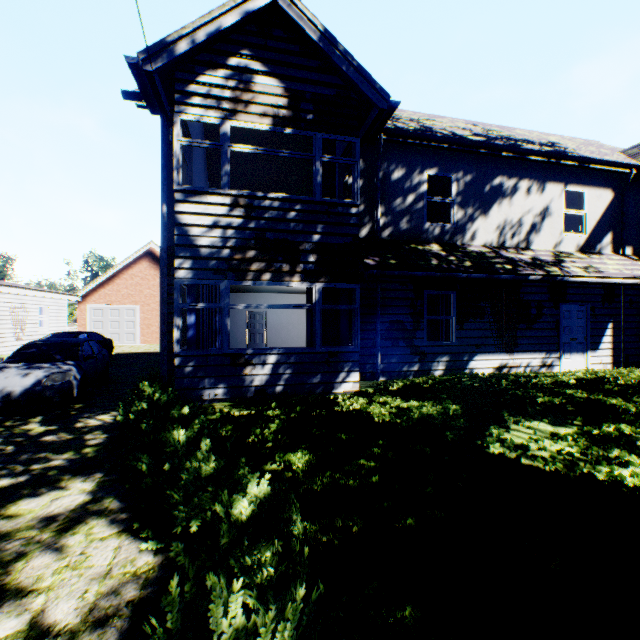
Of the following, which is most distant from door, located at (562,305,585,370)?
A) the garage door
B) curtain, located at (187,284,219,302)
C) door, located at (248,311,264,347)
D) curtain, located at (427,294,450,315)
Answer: the garage door

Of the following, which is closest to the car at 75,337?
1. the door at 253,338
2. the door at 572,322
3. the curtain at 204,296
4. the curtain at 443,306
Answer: the curtain at 204,296

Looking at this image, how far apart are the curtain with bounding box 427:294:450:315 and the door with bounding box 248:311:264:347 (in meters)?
10.59

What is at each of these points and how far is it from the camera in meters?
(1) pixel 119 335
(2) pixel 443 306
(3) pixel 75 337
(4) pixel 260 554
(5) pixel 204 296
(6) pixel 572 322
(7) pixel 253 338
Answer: (1) garage door, 24.2
(2) curtain, 9.9
(3) car, 15.5
(4) hedge, 2.4
(5) curtain, 7.3
(6) door, 10.6
(7) door, 18.6

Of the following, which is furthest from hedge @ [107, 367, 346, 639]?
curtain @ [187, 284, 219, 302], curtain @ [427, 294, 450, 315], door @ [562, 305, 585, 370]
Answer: door @ [562, 305, 585, 370]

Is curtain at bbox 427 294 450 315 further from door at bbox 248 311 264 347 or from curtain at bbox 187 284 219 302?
door at bbox 248 311 264 347

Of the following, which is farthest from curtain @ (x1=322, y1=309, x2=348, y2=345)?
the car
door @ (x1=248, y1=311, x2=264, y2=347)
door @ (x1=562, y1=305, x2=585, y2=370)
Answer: door @ (x1=248, y1=311, x2=264, y2=347)

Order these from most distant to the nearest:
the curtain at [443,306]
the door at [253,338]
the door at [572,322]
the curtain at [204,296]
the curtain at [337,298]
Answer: the door at [253,338], the door at [572,322], the curtain at [443,306], the curtain at [337,298], the curtain at [204,296]
